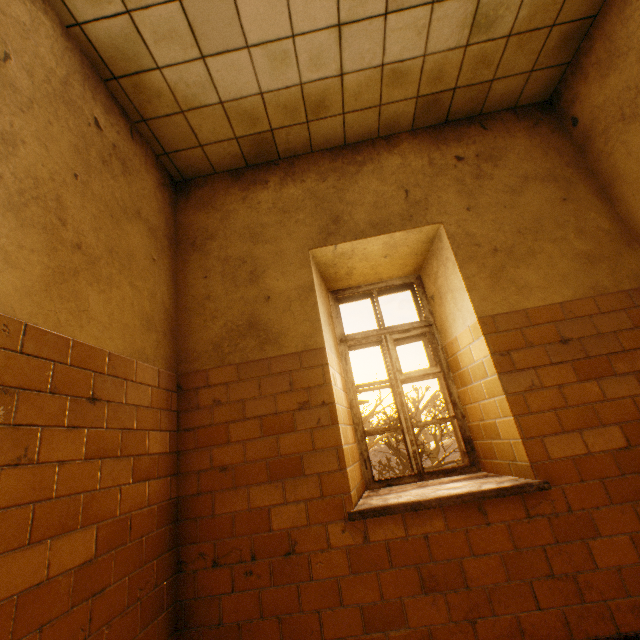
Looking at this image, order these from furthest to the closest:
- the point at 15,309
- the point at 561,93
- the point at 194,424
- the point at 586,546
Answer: the point at 561,93 < the point at 194,424 < the point at 586,546 < the point at 15,309

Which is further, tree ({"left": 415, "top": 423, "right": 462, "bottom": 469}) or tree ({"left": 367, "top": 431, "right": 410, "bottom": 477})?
tree ({"left": 415, "top": 423, "right": 462, "bottom": 469})

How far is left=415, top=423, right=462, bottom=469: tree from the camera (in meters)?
17.57

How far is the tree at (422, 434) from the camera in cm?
1757
